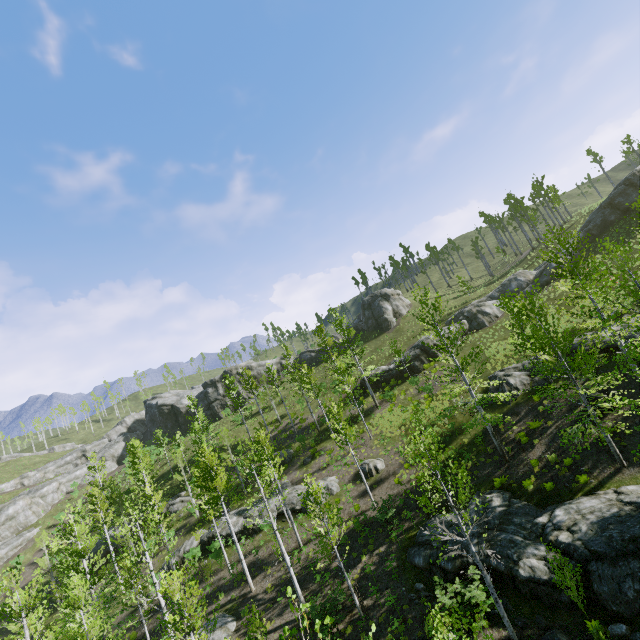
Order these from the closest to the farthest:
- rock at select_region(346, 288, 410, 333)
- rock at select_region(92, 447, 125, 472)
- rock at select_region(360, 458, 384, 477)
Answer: rock at select_region(360, 458, 384, 477), rock at select_region(346, 288, 410, 333), rock at select_region(92, 447, 125, 472)

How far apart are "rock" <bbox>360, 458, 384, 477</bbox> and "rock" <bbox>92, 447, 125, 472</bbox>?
53.0m

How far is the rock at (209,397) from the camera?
55.09m

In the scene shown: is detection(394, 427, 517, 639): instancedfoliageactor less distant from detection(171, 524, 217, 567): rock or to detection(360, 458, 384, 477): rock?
detection(171, 524, 217, 567): rock

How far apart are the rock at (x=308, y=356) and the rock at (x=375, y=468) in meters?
29.6

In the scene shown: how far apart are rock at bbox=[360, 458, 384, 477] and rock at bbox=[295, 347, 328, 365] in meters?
29.6 m

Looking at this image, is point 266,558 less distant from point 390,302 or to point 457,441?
point 457,441

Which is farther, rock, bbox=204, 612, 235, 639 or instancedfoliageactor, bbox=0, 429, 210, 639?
rock, bbox=204, 612, 235, 639
